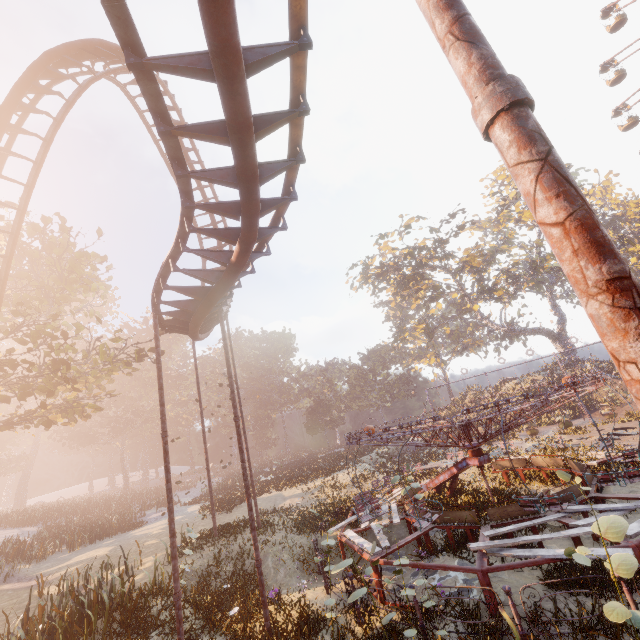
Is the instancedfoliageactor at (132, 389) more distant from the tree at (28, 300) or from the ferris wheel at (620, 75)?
the ferris wheel at (620, 75)

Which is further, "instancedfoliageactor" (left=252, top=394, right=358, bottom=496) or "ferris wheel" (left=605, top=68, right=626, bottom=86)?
"ferris wheel" (left=605, top=68, right=626, bottom=86)

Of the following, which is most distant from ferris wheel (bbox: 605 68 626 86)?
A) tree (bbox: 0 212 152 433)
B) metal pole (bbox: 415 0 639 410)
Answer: tree (bbox: 0 212 152 433)

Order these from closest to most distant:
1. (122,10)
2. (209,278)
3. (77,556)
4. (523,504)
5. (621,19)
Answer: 1. (122,10)
2. (209,278)
3. (523,504)
4. (77,556)
5. (621,19)

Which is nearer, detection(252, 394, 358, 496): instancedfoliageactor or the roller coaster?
the roller coaster

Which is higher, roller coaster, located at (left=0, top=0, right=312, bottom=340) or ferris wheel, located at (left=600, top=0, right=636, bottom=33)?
ferris wheel, located at (left=600, top=0, right=636, bottom=33)

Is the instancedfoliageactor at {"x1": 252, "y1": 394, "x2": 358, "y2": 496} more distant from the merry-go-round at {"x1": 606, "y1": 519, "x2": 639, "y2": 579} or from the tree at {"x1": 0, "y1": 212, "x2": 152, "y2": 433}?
the tree at {"x1": 0, "y1": 212, "x2": 152, "y2": 433}

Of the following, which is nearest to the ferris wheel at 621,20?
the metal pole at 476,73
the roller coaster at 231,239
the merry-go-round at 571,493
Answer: Answer: the merry-go-round at 571,493
